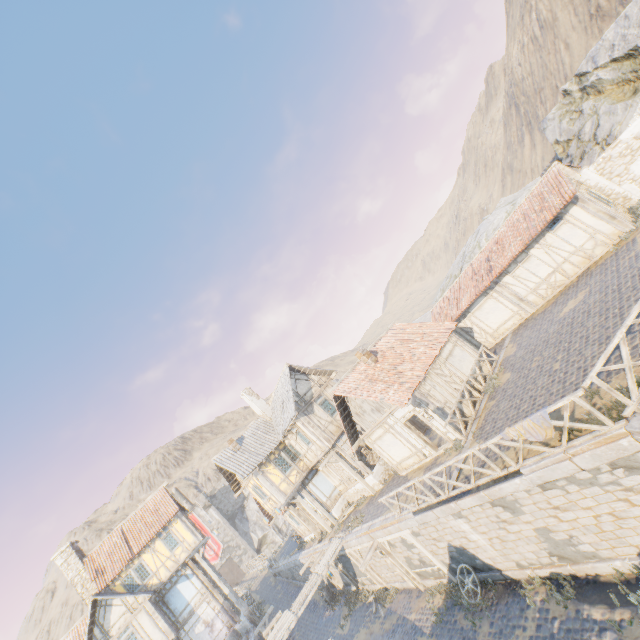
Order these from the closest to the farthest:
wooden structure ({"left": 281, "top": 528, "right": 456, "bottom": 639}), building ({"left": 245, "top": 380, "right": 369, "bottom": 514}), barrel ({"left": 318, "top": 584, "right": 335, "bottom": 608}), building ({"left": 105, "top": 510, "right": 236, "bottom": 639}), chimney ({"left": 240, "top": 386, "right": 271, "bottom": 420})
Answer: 1. wooden structure ({"left": 281, "top": 528, "right": 456, "bottom": 639})
2. building ({"left": 245, "top": 380, "right": 369, "bottom": 514})
3. building ({"left": 105, "top": 510, "right": 236, "bottom": 639})
4. barrel ({"left": 318, "top": 584, "right": 335, "bottom": 608})
5. chimney ({"left": 240, "top": 386, "right": 271, "bottom": 420})

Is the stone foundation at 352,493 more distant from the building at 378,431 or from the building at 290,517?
the building at 378,431

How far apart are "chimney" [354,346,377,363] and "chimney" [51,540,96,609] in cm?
2670

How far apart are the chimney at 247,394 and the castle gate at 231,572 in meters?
42.1

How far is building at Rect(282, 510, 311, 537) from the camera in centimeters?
2755cm

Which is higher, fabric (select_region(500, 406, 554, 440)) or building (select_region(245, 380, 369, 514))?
building (select_region(245, 380, 369, 514))

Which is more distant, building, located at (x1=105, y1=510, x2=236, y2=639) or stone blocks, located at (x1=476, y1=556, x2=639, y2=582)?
building, located at (x1=105, y1=510, x2=236, y2=639)

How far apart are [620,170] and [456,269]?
19.1 meters
